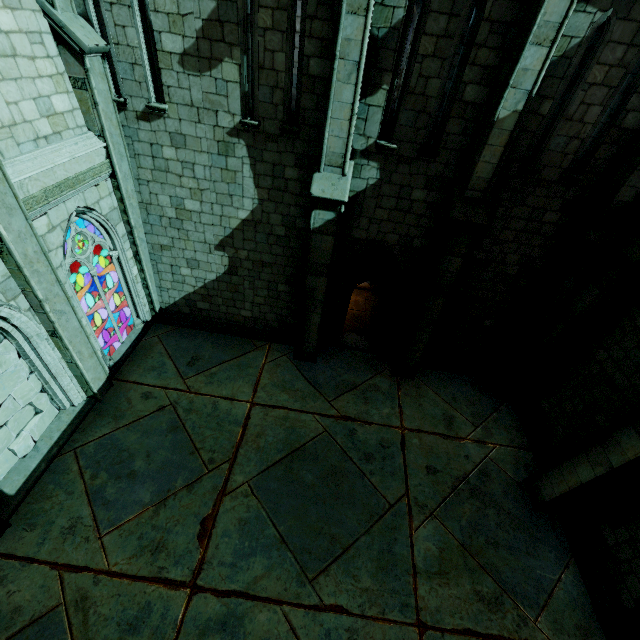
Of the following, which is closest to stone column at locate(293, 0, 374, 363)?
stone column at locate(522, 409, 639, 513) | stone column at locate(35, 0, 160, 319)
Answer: stone column at locate(35, 0, 160, 319)

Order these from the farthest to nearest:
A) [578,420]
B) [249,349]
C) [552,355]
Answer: [249,349] → [552,355] → [578,420]

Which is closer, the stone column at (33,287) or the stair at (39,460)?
the stone column at (33,287)

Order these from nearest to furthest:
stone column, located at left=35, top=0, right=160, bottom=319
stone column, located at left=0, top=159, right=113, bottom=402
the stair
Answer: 1. stone column, located at left=0, top=159, right=113, bottom=402
2. stone column, located at left=35, top=0, right=160, bottom=319
3. the stair

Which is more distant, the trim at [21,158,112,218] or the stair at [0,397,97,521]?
the stair at [0,397,97,521]

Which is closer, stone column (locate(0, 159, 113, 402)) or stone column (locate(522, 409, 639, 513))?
stone column (locate(0, 159, 113, 402))

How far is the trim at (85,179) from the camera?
5.77m

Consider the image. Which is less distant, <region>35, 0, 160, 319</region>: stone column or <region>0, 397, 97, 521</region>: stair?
<region>35, 0, 160, 319</region>: stone column
